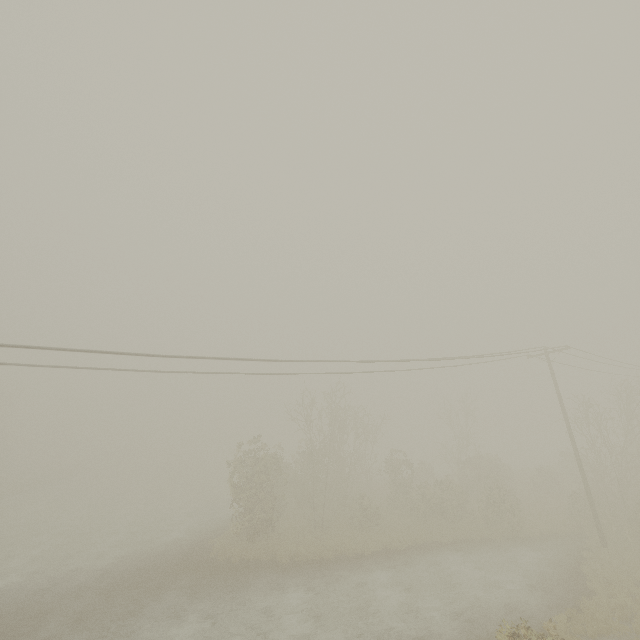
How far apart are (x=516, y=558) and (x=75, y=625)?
23.5 meters
